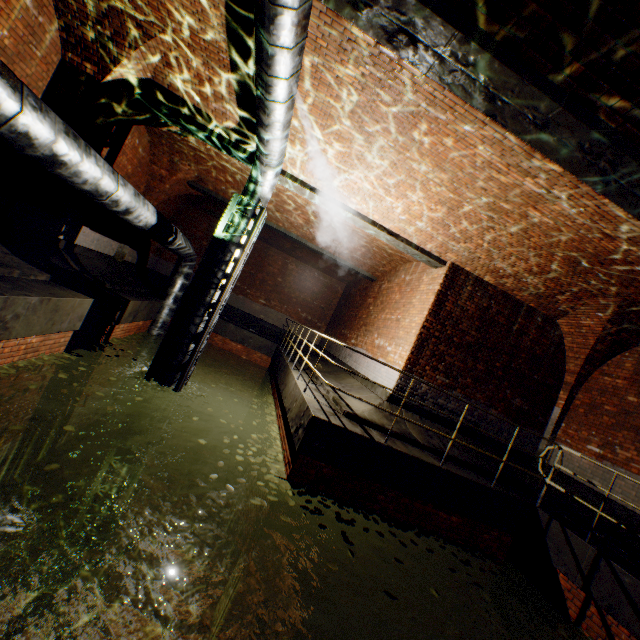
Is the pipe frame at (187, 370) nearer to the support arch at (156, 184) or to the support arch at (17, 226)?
the support arch at (17, 226)

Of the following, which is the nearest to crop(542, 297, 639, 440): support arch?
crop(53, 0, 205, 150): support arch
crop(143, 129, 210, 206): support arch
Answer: crop(53, 0, 205, 150): support arch

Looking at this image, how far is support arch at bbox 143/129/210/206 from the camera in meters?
10.2

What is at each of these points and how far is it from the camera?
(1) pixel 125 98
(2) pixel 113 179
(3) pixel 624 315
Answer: (1) support arch, 6.9m
(2) pipe, 4.7m
(3) support arch, 7.4m

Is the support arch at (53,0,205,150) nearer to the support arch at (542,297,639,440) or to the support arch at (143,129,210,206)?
the support arch at (143,129,210,206)

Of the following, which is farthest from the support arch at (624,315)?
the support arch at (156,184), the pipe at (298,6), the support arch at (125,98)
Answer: the support arch at (156,184)

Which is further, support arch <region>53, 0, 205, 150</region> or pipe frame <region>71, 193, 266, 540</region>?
pipe frame <region>71, 193, 266, 540</region>

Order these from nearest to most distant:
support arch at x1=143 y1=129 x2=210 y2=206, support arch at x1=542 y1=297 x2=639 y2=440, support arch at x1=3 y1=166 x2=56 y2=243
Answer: support arch at x1=3 y1=166 x2=56 y2=243 → support arch at x1=542 y1=297 x2=639 y2=440 → support arch at x1=143 y1=129 x2=210 y2=206
